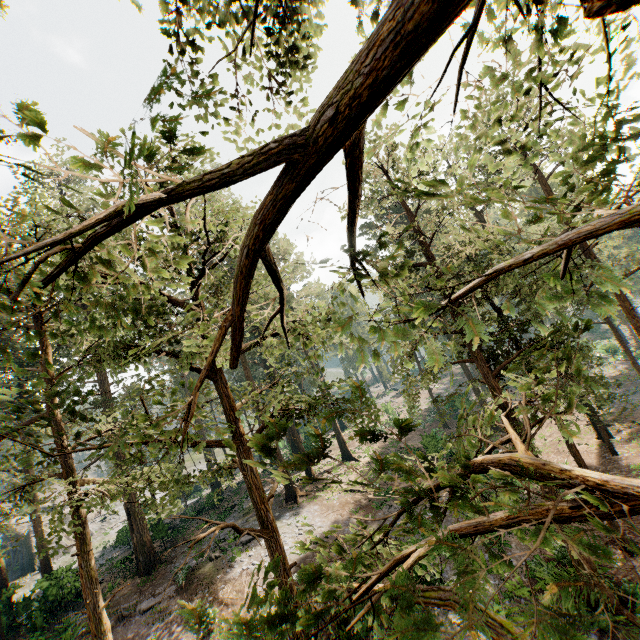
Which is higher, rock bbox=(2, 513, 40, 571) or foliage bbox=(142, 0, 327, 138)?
foliage bbox=(142, 0, 327, 138)

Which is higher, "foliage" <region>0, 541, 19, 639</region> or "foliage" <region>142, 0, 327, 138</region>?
"foliage" <region>142, 0, 327, 138</region>

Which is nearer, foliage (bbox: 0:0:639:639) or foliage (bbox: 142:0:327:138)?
foliage (bbox: 0:0:639:639)

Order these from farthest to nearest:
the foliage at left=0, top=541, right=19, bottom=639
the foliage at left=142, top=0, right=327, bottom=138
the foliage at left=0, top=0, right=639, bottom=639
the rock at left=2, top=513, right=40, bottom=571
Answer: the rock at left=2, top=513, right=40, bottom=571 < the foliage at left=0, top=541, right=19, bottom=639 < the foliage at left=142, top=0, right=327, bottom=138 < the foliage at left=0, top=0, right=639, bottom=639

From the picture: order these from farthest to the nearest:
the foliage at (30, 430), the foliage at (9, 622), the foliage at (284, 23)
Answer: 1. the foliage at (9, 622)
2. the foliage at (284, 23)
3. the foliage at (30, 430)

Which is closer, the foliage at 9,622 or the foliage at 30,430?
the foliage at 30,430

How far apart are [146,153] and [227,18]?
7.27m

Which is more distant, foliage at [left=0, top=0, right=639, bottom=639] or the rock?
the rock
